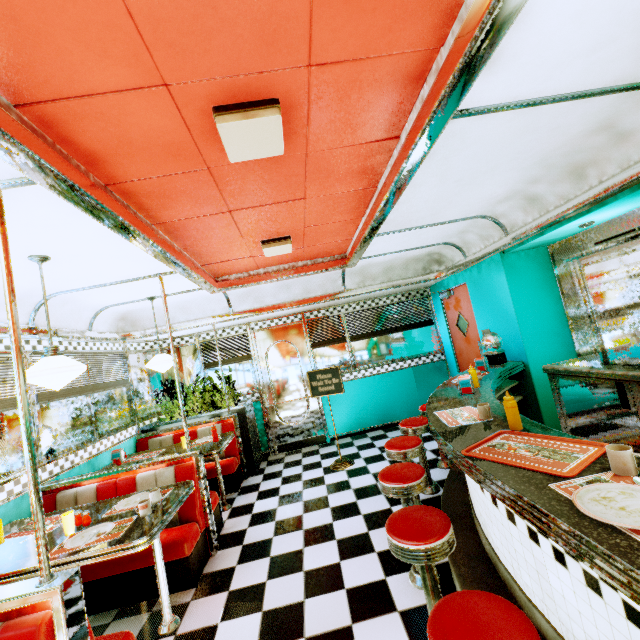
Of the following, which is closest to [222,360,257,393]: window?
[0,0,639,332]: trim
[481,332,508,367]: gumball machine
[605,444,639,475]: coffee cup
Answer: [0,0,639,332]: trim

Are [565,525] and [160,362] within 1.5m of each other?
no

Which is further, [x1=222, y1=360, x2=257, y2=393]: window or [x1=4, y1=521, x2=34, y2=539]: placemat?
[x1=222, y1=360, x2=257, y2=393]: window

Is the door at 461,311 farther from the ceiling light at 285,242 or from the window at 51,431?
the window at 51,431

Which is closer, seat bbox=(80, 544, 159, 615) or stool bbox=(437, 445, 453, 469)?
seat bbox=(80, 544, 159, 615)

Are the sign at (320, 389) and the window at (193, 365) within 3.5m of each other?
yes

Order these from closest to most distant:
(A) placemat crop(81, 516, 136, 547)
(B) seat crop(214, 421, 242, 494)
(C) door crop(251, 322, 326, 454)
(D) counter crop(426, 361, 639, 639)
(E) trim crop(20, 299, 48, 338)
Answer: (D) counter crop(426, 361, 639, 639), (A) placemat crop(81, 516, 136, 547), (E) trim crop(20, 299, 48, 338), (B) seat crop(214, 421, 242, 494), (C) door crop(251, 322, 326, 454)

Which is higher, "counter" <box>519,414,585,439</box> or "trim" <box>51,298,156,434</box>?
"trim" <box>51,298,156,434</box>
